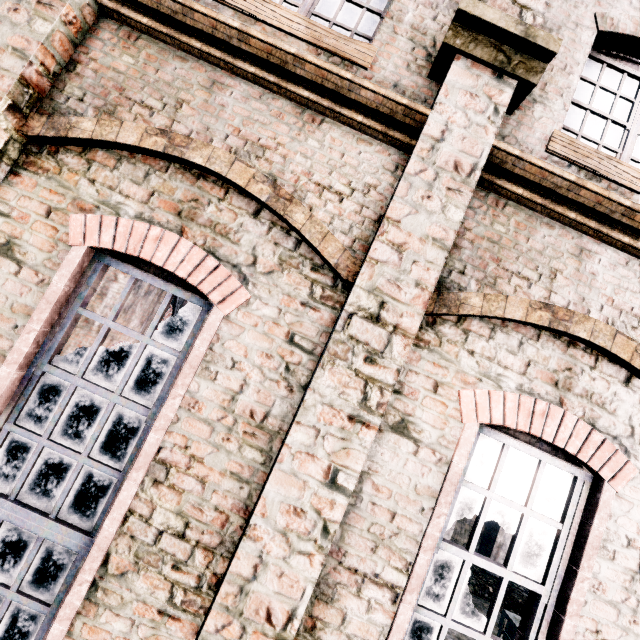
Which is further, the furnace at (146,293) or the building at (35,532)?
the furnace at (146,293)

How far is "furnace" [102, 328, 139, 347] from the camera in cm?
1745

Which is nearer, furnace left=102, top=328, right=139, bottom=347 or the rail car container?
the rail car container

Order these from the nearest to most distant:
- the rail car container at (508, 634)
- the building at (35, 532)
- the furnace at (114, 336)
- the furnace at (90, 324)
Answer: the building at (35, 532), the rail car container at (508, 634), the furnace at (90, 324), the furnace at (114, 336)

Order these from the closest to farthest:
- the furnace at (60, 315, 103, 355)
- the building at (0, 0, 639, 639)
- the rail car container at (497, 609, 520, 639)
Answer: the building at (0, 0, 639, 639), the rail car container at (497, 609, 520, 639), the furnace at (60, 315, 103, 355)

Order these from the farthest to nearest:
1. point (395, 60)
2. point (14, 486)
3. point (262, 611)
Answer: point (395, 60) < point (14, 486) < point (262, 611)
